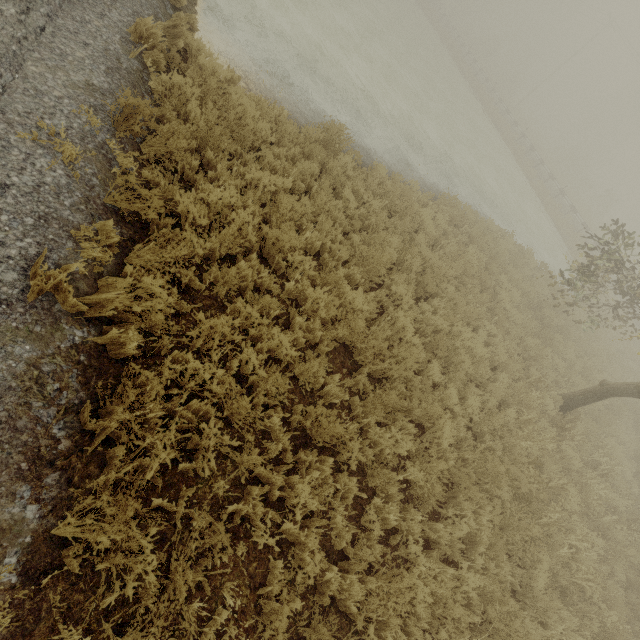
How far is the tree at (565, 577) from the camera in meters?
5.4 m

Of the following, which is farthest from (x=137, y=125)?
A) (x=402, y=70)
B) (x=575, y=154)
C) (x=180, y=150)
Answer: (x=575, y=154)

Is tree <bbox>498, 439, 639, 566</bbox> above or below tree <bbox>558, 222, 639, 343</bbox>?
below

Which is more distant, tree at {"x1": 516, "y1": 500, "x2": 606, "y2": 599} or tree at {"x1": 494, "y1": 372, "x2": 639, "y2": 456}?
tree at {"x1": 494, "y1": 372, "x2": 639, "y2": 456}

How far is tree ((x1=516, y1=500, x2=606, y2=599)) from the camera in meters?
5.4 m

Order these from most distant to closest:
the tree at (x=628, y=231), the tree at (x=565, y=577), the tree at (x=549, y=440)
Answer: the tree at (x=628, y=231), the tree at (x=549, y=440), the tree at (x=565, y=577)

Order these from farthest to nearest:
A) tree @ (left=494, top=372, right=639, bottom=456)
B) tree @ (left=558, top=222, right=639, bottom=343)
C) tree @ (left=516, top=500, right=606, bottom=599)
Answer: tree @ (left=558, top=222, right=639, bottom=343) < tree @ (left=494, top=372, right=639, bottom=456) < tree @ (left=516, top=500, right=606, bottom=599)
